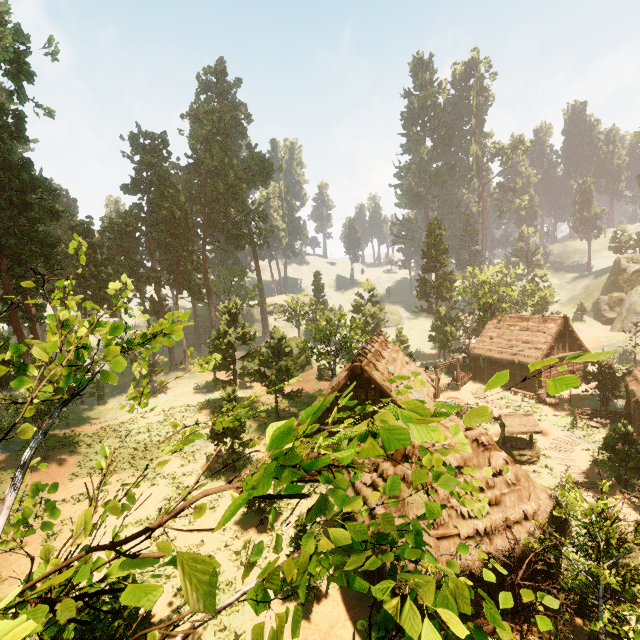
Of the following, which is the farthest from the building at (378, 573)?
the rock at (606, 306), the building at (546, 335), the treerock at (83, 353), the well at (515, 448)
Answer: the rock at (606, 306)

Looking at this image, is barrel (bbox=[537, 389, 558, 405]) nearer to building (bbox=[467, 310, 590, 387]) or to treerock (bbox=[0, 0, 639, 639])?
building (bbox=[467, 310, 590, 387])

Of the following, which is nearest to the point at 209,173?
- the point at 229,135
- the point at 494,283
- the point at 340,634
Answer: the point at 229,135

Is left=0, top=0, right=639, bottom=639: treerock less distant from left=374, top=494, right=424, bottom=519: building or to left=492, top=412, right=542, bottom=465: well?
left=374, top=494, right=424, bottom=519: building

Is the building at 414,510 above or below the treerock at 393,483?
below

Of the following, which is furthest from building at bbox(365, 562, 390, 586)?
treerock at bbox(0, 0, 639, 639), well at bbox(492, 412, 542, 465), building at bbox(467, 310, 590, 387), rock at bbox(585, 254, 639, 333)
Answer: rock at bbox(585, 254, 639, 333)

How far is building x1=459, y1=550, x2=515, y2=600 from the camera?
9.9m
